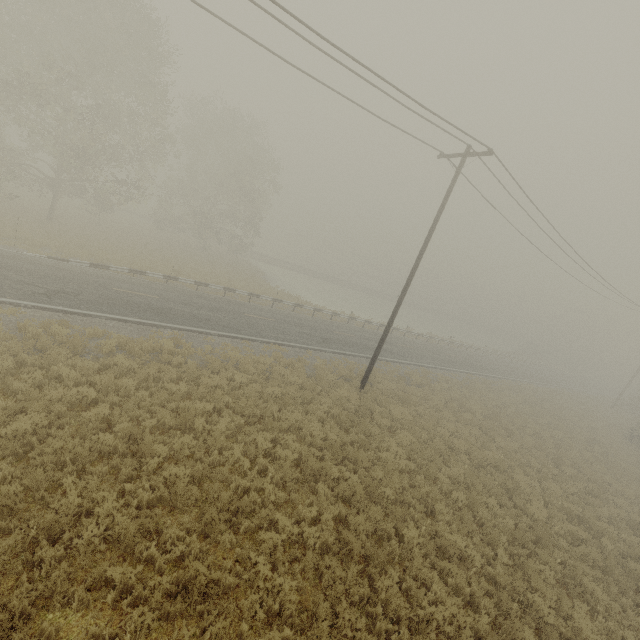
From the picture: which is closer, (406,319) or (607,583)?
(607,583)
